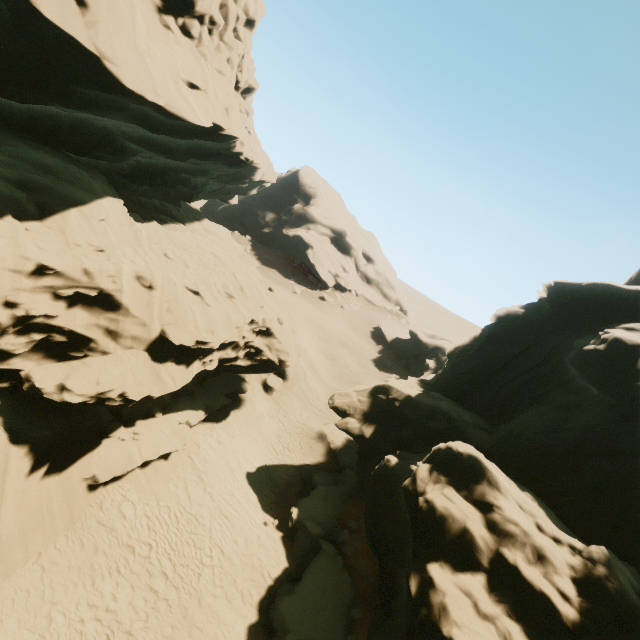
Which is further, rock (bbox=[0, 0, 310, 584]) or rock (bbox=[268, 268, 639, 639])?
rock (bbox=[0, 0, 310, 584])

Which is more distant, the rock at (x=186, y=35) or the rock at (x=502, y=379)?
the rock at (x=186, y=35)

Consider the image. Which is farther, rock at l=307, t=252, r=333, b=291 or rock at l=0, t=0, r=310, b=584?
rock at l=307, t=252, r=333, b=291

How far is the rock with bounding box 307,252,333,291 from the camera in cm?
5812

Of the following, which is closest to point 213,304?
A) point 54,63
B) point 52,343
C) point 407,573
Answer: point 52,343

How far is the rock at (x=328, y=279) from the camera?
58.1m

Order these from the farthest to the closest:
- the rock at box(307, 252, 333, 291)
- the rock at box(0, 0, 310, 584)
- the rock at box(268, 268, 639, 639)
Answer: the rock at box(307, 252, 333, 291) → the rock at box(0, 0, 310, 584) → the rock at box(268, 268, 639, 639)
